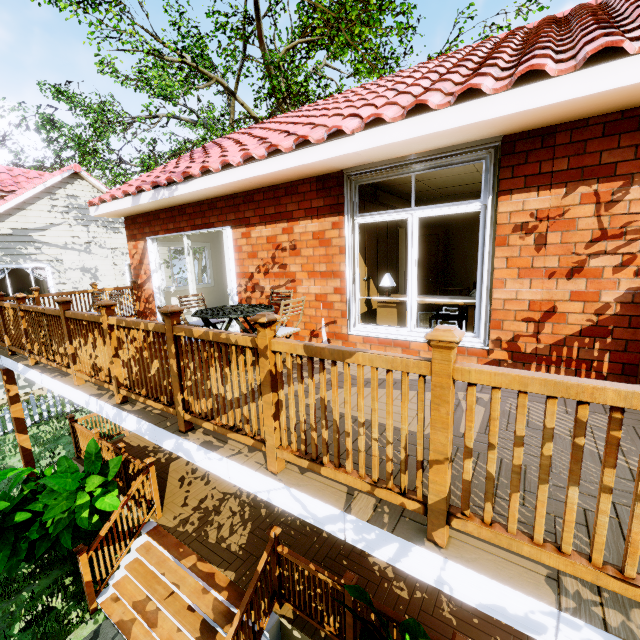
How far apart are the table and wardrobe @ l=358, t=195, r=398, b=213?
1.3m

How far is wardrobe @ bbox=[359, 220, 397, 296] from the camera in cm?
537

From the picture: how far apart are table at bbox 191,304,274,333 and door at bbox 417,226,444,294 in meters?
4.4

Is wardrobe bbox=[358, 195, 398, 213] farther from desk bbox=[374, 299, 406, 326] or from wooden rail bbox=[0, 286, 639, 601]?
wooden rail bbox=[0, 286, 639, 601]

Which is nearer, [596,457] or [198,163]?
[596,457]

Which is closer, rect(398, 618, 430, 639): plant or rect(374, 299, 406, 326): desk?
rect(398, 618, 430, 639): plant

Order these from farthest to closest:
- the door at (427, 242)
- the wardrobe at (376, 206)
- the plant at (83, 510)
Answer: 1. the door at (427, 242)
2. the wardrobe at (376, 206)
3. the plant at (83, 510)

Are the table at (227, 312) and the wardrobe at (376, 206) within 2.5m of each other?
yes
